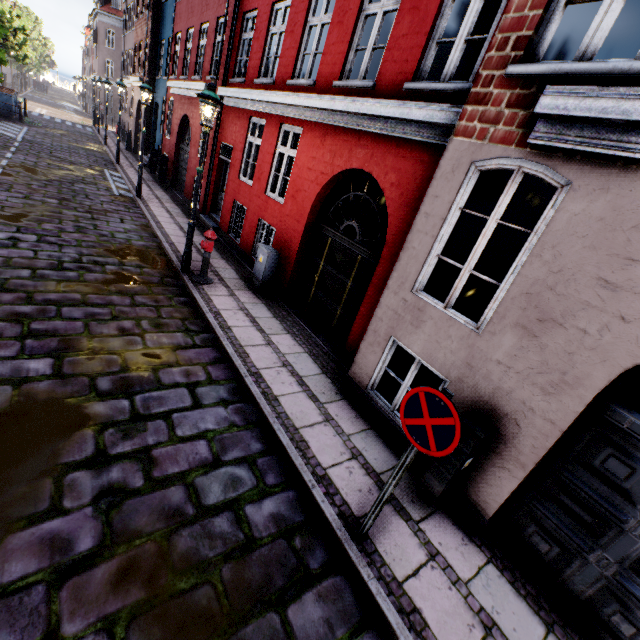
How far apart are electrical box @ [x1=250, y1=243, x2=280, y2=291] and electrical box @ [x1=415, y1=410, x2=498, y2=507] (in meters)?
5.60

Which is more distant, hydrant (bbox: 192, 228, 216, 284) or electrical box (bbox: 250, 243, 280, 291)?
electrical box (bbox: 250, 243, 280, 291)

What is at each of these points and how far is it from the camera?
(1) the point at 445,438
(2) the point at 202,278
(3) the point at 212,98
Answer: (1) sign, 2.44m
(2) hydrant, 7.47m
(3) street light, 6.04m

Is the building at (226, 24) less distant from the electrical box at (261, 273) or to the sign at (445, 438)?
the electrical box at (261, 273)

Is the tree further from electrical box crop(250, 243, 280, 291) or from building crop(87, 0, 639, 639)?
electrical box crop(250, 243, 280, 291)

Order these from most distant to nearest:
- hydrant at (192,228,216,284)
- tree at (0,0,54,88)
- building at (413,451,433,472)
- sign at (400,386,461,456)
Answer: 1. tree at (0,0,54,88)
2. hydrant at (192,228,216,284)
3. building at (413,451,433,472)
4. sign at (400,386,461,456)

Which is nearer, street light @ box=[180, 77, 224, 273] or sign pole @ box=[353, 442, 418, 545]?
sign pole @ box=[353, 442, 418, 545]

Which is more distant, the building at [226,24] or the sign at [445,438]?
the building at [226,24]
